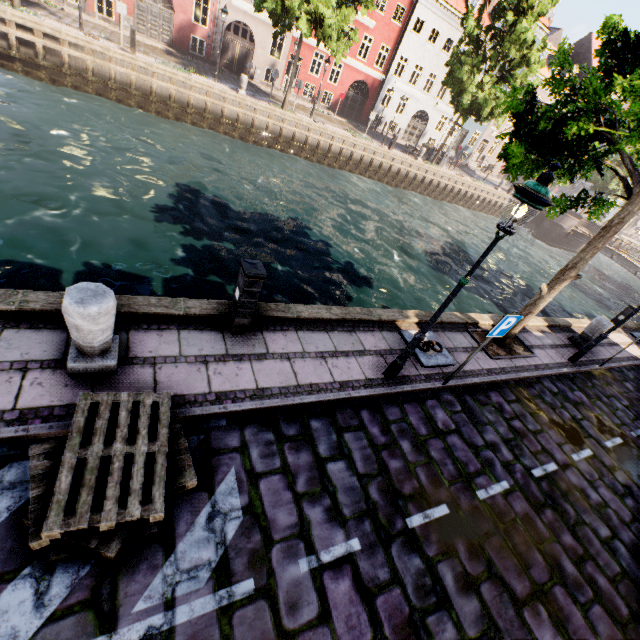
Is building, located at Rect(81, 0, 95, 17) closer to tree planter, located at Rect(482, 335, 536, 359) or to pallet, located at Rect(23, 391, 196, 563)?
tree planter, located at Rect(482, 335, 536, 359)

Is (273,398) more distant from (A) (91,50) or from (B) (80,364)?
(A) (91,50)

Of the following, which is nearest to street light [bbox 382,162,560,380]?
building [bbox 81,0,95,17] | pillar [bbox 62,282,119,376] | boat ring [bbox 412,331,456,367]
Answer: boat ring [bbox 412,331,456,367]

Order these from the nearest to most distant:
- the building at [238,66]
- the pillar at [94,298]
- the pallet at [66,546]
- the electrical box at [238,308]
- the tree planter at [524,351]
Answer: the pallet at [66,546] < the pillar at [94,298] < the electrical box at [238,308] < the tree planter at [524,351] < the building at [238,66]

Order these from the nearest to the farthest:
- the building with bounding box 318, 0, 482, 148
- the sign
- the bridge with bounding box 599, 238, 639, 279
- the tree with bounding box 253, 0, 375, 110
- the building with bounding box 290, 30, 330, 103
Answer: the sign, the tree with bounding box 253, 0, 375, 110, the building with bounding box 290, 30, 330, 103, the building with bounding box 318, 0, 482, 148, the bridge with bounding box 599, 238, 639, 279

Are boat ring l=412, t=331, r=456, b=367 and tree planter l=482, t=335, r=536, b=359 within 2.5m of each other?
yes

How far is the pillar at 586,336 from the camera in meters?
9.8 m

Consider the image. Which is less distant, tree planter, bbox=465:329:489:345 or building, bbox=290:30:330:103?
tree planter, bbox=465:329:489:345
